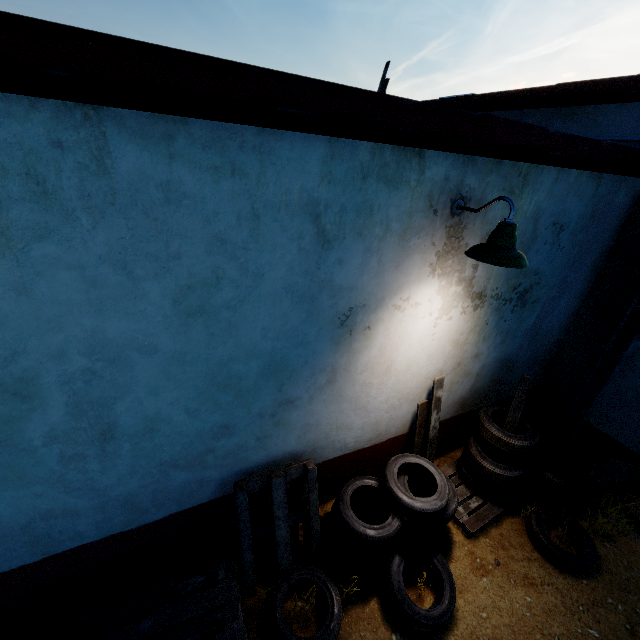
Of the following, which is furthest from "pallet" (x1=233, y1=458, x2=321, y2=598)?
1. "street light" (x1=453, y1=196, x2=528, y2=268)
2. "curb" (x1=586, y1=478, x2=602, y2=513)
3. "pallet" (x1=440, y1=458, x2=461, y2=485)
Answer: "curb" (x1=586, y1=478, x2=602, y2=513)

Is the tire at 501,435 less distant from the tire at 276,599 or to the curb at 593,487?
the curb at 593,487

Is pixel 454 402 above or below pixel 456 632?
above

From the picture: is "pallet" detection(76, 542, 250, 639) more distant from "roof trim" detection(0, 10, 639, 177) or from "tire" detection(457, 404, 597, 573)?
"roof trim" detection(0, 10, 639, 177)

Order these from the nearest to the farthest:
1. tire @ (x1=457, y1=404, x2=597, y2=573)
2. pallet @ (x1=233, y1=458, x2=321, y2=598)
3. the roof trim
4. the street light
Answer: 1. the roof trim
2. the street light
3. pallet @ (x1=233, y1=458, x2=321, y2=598)
4. tire @ (x1=457, y1=404, x2=597, y2=573)

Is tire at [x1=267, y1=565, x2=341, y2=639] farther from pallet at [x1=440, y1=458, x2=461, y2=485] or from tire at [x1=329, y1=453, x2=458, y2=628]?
pallet at [x1=440, y1=458, x2=461, y2=485]

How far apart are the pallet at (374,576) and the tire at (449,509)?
0.0m

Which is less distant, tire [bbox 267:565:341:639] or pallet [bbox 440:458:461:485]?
tire [bbox 267:565:341:639]
